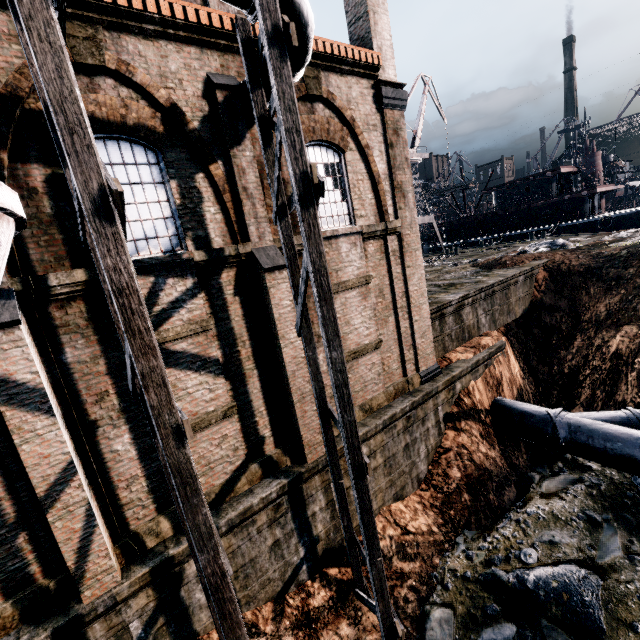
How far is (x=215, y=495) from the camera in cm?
895

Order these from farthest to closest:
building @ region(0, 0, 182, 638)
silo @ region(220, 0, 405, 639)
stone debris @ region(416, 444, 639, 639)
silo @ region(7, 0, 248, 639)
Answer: stone debris @ region(416, 444, 639, 639)
building @ region(0, 0, 182, 638)
silo @ region(220, 0, 405, 639)
silo @ region(7, 0, 248, 639)

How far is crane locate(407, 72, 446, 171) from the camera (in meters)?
45.09

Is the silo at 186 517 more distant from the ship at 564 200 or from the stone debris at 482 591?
the ship at 564 200

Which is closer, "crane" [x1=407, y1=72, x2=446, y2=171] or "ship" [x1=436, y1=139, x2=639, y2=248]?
"ship" [x1=436, y1=139, x2=639, y2=248]

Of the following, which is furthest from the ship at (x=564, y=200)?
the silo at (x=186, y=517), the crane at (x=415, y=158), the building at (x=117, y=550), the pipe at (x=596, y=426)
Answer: the silo at (x=186, y=517)

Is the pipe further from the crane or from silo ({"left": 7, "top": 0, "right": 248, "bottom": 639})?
the crane

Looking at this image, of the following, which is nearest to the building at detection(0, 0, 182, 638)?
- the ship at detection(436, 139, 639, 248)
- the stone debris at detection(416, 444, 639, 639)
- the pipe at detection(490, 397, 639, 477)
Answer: the pipe at detection(490, 397, 639, 477)
